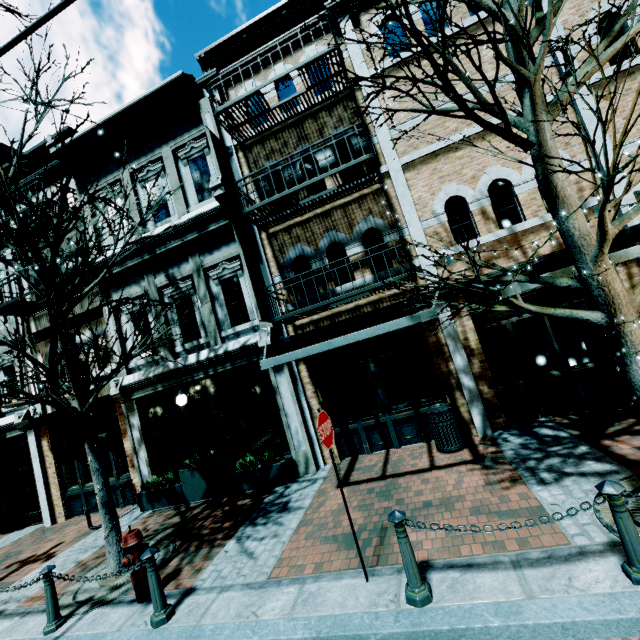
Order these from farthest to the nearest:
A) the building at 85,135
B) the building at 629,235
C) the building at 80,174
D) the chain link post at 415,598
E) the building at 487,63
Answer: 1. the building at 80,174
2. the building at 85,135
3. the building at 487,63
4. the building at 629,235
5. the chain link post at 415,598

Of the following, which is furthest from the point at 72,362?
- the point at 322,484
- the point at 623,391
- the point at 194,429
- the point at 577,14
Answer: the point at 577,14

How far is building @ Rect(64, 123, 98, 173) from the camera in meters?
9.5

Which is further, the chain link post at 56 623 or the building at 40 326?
the building at 40 326

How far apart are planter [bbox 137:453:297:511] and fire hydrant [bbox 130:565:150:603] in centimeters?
300cm

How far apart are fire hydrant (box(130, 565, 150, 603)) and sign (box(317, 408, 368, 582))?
3.31m

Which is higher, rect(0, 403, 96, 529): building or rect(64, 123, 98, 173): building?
rect(64, 123, 98, 173): building
